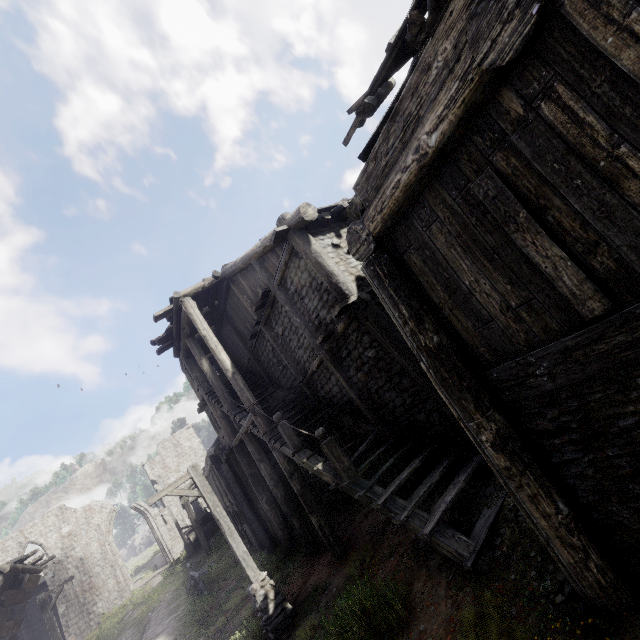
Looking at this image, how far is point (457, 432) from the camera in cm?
739

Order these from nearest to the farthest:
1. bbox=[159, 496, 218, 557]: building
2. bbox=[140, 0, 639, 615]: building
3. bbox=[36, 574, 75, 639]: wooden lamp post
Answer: bbox=[140, 0, 639, 615]: building < bbox=[36, 574, 75, 639]: wooden lamp post < bbox=[159, 496, 218, 557]: building

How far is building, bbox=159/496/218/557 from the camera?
24.0m

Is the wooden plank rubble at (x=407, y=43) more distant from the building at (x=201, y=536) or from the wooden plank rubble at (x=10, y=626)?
the wooden plank rubble at (x=10, y=626)

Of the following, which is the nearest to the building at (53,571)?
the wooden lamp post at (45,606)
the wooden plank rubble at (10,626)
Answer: the wooden plank rubble at (10,626)

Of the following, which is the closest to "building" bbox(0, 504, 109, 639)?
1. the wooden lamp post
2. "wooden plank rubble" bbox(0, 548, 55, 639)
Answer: "wooden plank rubble" bbox(0, 548, 55, 639)

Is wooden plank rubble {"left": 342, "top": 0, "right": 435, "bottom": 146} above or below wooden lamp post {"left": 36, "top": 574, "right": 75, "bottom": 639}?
above

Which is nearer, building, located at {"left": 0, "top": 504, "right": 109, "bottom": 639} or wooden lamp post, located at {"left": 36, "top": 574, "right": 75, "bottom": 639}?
wooden lamp post, located at {"left": 36, "top": 574, "right": 75, "bottom": 639}
